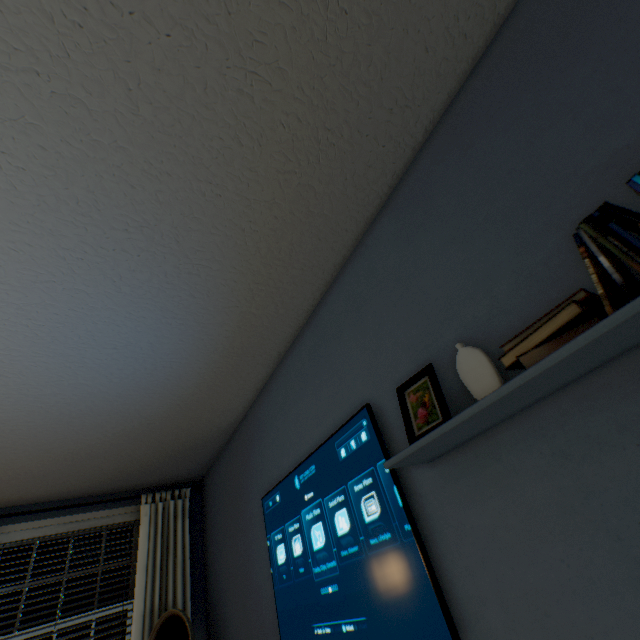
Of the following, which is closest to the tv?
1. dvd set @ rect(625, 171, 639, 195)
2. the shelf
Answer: the shelf

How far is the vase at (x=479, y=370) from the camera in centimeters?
83cm

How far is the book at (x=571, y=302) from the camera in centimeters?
63cm

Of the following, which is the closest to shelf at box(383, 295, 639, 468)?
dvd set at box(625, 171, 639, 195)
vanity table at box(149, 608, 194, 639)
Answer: dvd set at box(625, 171, 639, 195)

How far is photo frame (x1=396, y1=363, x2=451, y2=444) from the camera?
0.90m

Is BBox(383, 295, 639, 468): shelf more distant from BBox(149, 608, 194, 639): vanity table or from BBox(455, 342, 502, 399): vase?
BBox(149, 608, 194, 639): vanity table

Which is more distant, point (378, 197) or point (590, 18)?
point (378, 197)

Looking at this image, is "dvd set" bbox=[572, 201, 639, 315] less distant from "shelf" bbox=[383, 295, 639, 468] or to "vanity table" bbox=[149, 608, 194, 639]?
"shelf" bbox=[383, 295, 639, 468]
